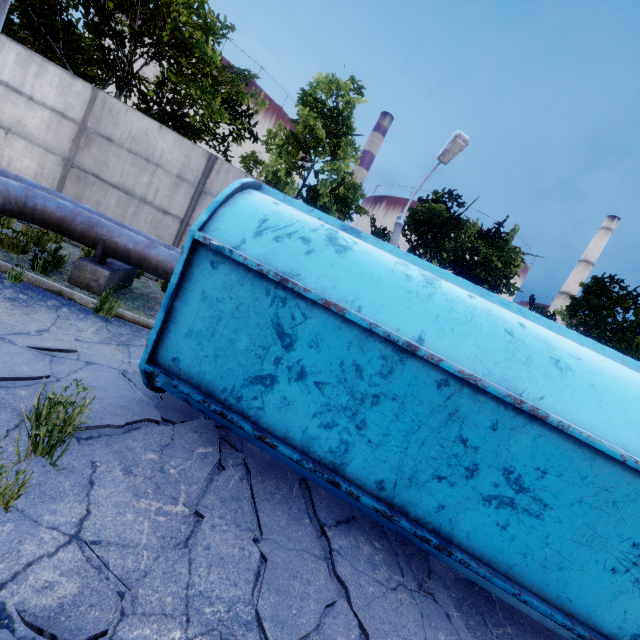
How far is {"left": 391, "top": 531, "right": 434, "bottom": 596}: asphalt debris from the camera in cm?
299

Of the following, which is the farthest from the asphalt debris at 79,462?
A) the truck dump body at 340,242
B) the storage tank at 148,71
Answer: the storage tank at 148,71

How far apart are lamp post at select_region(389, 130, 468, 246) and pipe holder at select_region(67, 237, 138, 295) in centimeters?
555cm

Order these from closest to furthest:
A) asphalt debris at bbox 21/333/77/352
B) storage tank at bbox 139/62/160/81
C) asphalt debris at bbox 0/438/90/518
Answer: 1. asphalt debris at bbox 0/438/90/518
2. asphalt debris at bbox 21/333/77/352
3. storage tank at bbox 139/62/160/81

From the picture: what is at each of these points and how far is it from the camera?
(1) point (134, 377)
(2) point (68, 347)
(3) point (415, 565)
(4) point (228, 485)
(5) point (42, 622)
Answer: (1) asphalt debris, 3.92m
(2) asphalt debris, 3.74m
(3) asphalt debris, 3.19m
(4) asphalt debris, 2.98m
(5) asphalt debris, 1.56m

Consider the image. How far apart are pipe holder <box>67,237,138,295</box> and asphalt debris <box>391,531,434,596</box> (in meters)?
6.01

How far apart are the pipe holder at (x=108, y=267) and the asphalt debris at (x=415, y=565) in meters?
6.0 m

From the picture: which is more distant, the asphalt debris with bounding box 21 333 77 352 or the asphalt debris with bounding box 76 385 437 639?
the asphalt debris with bounding box 21 333 77 352
